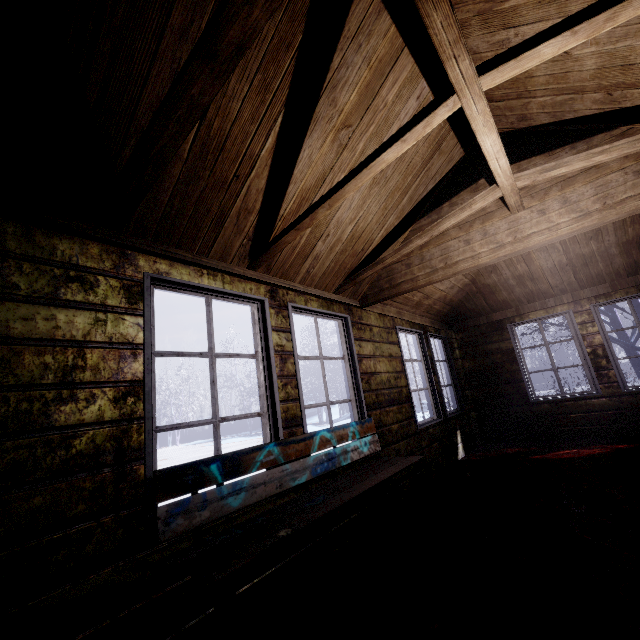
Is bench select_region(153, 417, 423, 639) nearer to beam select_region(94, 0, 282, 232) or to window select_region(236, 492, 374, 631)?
window select_region(236, 492, 374, 631)

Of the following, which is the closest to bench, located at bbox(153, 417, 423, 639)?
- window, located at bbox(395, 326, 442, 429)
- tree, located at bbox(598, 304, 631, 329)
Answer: window, located at bbox(395, 326, 442, 429)

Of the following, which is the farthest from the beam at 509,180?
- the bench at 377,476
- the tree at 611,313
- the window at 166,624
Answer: the tree at 611,313

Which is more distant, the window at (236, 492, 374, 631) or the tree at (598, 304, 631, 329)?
the tree at (598, 304, 631, 329)

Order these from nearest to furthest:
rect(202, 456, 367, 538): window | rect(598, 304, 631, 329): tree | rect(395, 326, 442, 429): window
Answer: rect(202, 456, 367, 538): window, rect(395, 326, 442, 429): window, rect(598, 304, 631, 329): tree

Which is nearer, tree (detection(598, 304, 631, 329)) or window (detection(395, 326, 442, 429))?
window (detection(395, 326, 442, 429))

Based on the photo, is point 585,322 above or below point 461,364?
above

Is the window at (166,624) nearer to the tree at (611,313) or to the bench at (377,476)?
the bench at (377,476)
